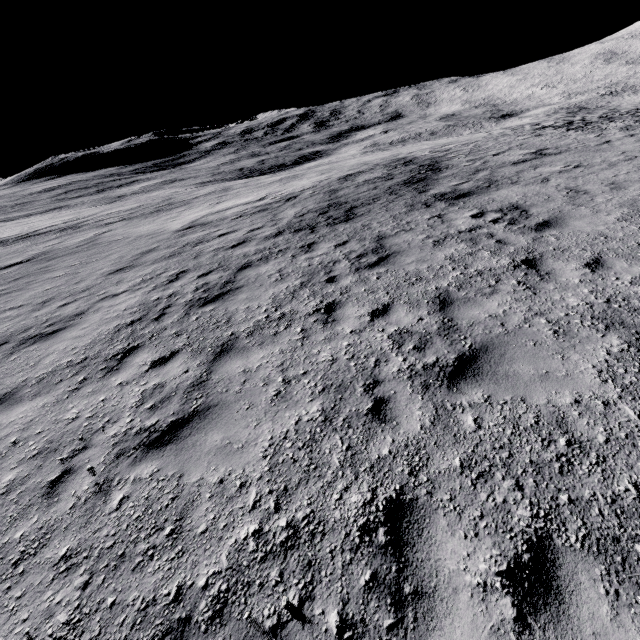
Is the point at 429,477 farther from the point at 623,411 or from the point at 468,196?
the point at 468,196
